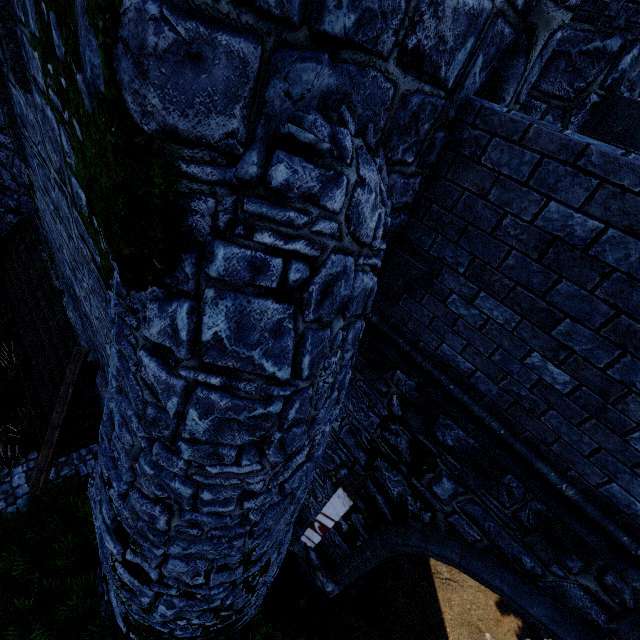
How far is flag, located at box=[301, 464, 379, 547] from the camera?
5.2m

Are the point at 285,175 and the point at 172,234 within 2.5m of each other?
yes

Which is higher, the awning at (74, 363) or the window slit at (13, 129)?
the window slit at (13, 129)

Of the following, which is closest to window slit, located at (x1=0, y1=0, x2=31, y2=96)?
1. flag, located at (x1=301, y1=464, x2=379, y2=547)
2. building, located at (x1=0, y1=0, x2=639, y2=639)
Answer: building, located at (x1=0, y1=0, x2=639, y2=639)

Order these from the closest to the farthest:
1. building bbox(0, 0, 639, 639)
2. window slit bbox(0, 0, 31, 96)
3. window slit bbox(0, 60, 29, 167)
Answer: building bbox(0, 0, 639, 639), window slit bbox(0, 0, 31, 96), window slit bbox(0, 60, 29, 167)

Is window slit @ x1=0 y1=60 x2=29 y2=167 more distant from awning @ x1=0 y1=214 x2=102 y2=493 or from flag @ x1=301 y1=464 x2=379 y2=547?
flag @ x1=301 y1=464 x2=379 y2=547

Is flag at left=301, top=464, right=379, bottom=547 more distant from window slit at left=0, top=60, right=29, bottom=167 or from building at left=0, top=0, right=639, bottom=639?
window slit at left=0, top=60, right=29, bottom=167

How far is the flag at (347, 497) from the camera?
5.2m
